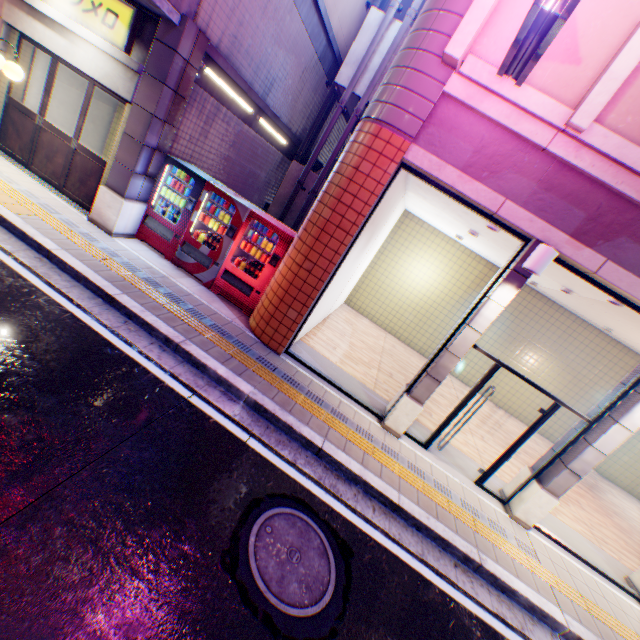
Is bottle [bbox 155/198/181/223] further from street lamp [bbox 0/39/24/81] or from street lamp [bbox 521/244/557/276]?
street lamp [bbox 521/244/557/276]

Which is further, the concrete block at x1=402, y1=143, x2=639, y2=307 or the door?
the door

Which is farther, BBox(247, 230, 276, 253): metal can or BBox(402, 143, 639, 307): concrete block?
BBox(247, 230, 276, 253): metal can

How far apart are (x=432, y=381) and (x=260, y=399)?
3.16m

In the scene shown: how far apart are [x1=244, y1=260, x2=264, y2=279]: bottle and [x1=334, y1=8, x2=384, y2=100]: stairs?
6.53m

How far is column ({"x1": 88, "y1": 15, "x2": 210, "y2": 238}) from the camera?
6.0 meters

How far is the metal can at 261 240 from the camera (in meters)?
6.96

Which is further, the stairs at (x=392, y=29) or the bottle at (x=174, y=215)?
the stairs at (x=392, y=29)
